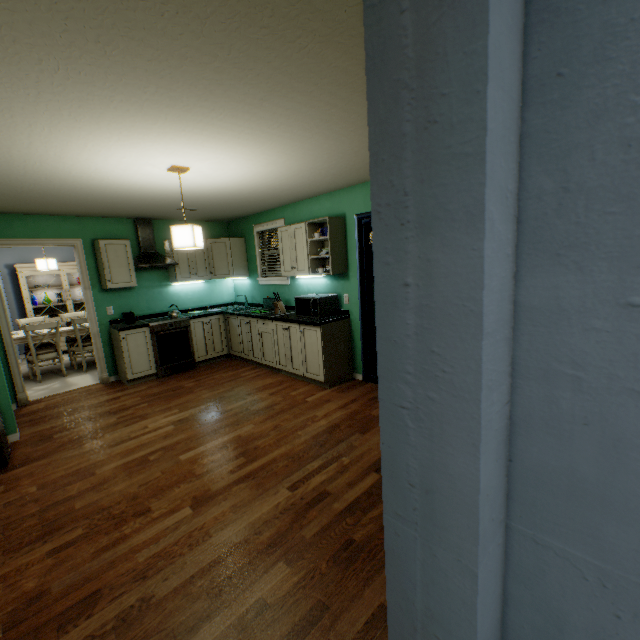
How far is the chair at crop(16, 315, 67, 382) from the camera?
5.1 meters

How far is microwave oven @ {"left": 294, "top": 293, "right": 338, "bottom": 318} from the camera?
4.1m

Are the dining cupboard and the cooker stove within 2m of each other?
no

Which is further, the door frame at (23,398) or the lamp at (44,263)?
the lamp at (44,263)

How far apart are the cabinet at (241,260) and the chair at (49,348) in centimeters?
189cm

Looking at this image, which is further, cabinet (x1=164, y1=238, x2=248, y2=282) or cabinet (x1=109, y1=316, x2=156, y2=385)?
cabinet (x1=164, y1=238, x2=248, y2=282)

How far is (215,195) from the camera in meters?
3.9

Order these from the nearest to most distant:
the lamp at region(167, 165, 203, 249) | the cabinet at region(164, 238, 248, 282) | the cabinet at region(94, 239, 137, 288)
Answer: the lamp at region(167, 165, 203, 249) < the cabinet at region(94, 239, 137, 288) < the cabinet at region(164, 238, 248, 282)
